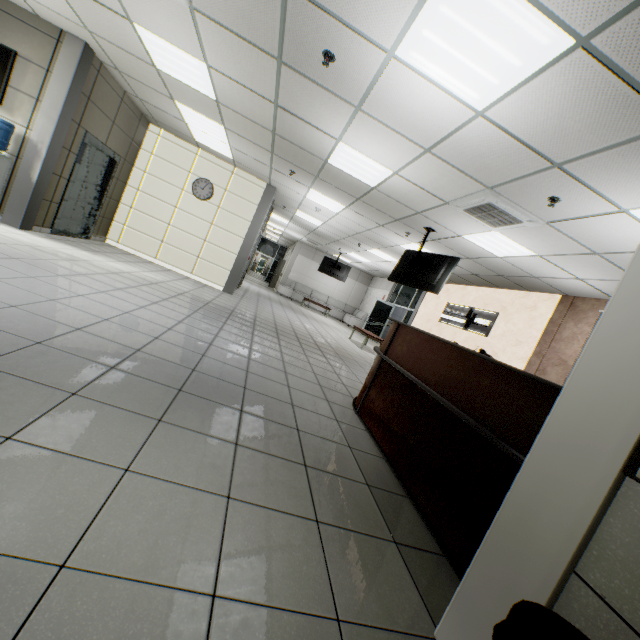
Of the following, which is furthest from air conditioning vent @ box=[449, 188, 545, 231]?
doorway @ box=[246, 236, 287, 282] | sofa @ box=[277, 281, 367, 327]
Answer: doorway @ box=[246, 236, 287, 282]

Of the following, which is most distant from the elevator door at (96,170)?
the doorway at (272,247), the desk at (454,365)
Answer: the doorway at (272,247)

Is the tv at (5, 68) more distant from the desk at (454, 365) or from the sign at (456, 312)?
the sign at (456, 312)

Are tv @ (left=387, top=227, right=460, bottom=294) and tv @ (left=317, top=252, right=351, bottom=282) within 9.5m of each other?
yes

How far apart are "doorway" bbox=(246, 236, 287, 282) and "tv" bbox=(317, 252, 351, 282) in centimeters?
1044cm

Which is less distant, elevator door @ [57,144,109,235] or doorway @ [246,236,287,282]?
elevator door @ [57,144,109,235]

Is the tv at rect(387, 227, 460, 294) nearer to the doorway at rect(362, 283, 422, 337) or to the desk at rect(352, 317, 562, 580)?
the desk at rect(352, 317, 562, 580)

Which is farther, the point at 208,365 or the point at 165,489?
the point at 208,365
